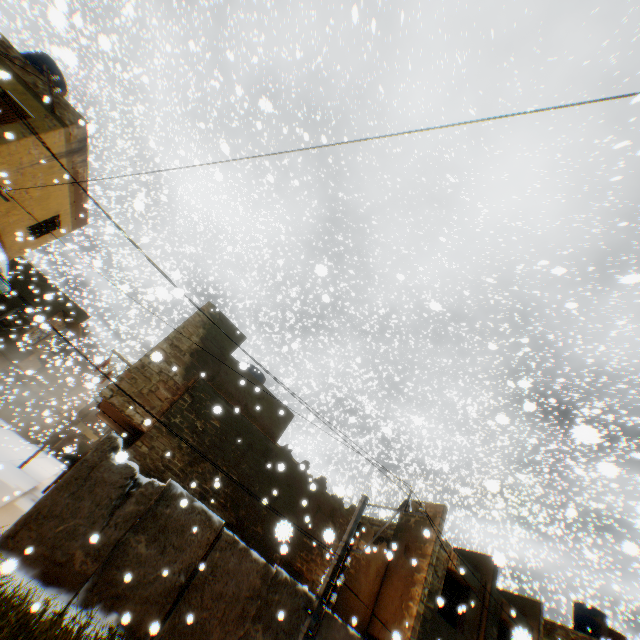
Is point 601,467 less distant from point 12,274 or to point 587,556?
point 587,556

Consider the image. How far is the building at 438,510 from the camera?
12.9 meters

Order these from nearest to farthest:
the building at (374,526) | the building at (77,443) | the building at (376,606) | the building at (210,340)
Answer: the building at (376,606)
the building at (210,340)
the building at (374,526)
the building at (77,443)

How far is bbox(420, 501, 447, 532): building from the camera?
12.9 meters

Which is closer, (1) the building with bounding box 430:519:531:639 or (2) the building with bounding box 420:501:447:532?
(1) the building with bounding box 430:519:531:639
